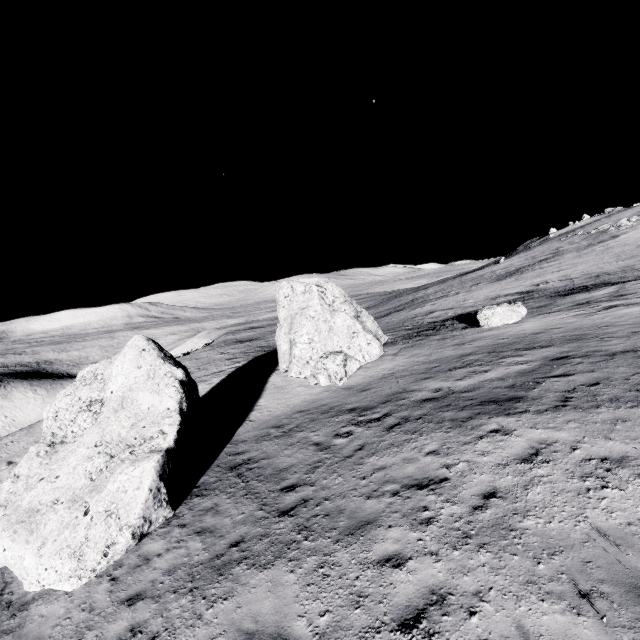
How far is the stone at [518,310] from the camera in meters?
18.6

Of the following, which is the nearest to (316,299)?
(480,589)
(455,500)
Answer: (455,500)

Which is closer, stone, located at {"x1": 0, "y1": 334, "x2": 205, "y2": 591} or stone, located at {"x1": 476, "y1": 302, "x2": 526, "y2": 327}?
stone, located at {"x1": 0, "y1": 334, "x2": 205, "y2": 591}

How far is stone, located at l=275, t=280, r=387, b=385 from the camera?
17.31m

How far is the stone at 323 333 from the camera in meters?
17.3

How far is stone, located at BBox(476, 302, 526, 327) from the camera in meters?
18.6

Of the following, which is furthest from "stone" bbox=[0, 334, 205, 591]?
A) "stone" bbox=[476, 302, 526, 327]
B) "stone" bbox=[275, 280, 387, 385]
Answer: "stone" bbox=[476, 302, 526, 327]

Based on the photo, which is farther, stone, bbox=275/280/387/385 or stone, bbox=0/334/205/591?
stone, bbox=275/280/387/385
